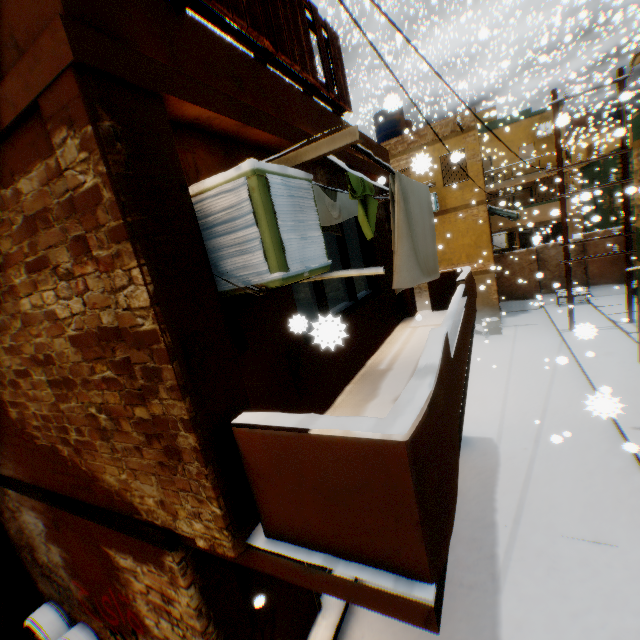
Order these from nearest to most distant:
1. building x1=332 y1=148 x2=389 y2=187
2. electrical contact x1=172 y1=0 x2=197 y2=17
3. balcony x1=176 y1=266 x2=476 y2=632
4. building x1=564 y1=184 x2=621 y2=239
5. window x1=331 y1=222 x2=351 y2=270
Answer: balcony x1=176 y1=266 x2=476 y2=632, electrical contact x1=172 y1=0 x2=197 y2=17, building x1=332 y1=148 x2=389 y2=187, window x1=331 y1=222 x2=351 y2=270, building x1=564 y1=184 x2=621 y2=239

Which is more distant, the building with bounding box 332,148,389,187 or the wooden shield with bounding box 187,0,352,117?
the building with bounding box 332,148,389,187

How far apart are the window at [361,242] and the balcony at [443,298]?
0.9 meters

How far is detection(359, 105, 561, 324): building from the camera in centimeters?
1446cm

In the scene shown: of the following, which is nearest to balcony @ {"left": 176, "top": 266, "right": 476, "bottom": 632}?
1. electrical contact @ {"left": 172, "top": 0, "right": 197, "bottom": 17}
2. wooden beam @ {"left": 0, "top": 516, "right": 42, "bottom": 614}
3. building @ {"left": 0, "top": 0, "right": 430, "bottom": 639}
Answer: building @ {"left": 0, "top": 0, "right": 430, "bottom": 639}

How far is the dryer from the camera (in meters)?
2.61

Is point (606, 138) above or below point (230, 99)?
above

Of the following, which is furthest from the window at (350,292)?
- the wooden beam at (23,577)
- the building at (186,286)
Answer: the wooden beam at (23,577)
